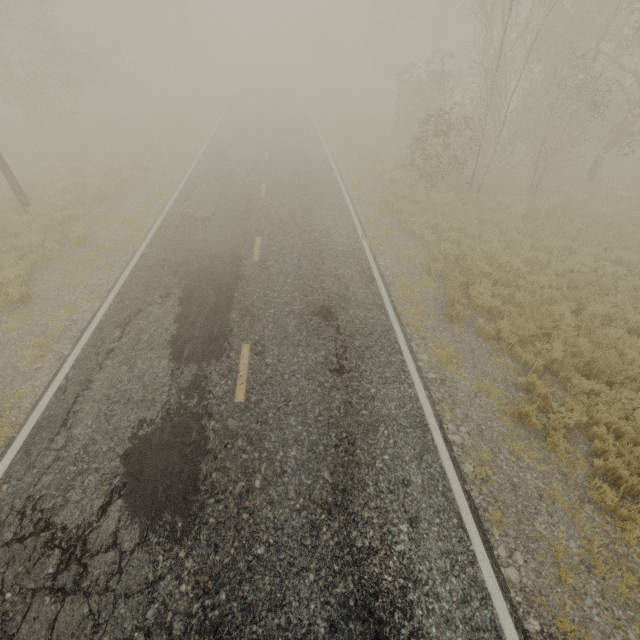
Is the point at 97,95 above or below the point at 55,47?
below
